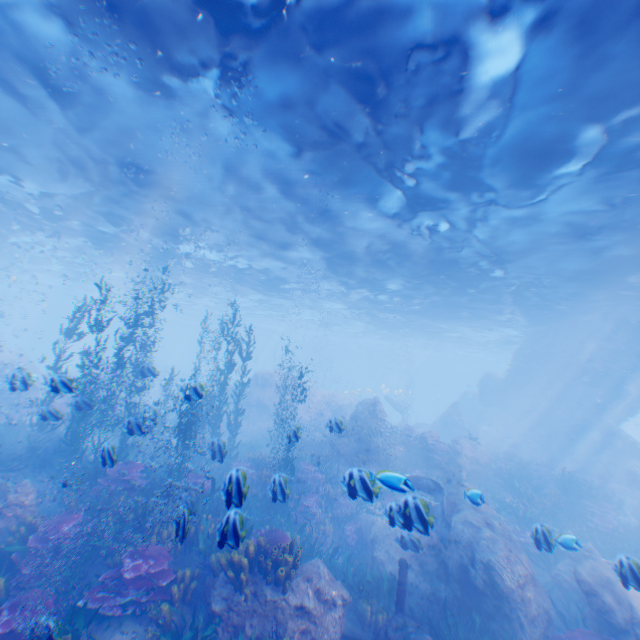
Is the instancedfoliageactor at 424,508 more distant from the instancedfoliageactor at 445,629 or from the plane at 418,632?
the instancedfoliageactor at 445,629

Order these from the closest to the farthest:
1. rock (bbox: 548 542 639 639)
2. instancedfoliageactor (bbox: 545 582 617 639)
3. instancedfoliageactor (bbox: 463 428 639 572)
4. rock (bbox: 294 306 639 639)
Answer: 1. rock (bbox: 548 542 639 639)
2. instancedfoliageactor (bbox: 545 582 617 639)
3. rock (bbox: 294 306 639 639)
4. instancedfoliageactor (bbox: 463 428 639 572)

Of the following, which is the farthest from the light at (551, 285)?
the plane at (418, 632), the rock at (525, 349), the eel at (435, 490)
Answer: the eel at (435, 490)

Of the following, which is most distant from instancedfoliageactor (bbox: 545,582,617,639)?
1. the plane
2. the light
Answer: the light

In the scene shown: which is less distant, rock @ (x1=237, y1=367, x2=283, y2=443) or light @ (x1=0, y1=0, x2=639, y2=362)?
light @ (x1=0, y1=0, x2=639, y2=362)

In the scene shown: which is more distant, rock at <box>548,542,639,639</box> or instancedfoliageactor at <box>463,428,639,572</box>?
instancedfoliageactor at <box>463,428,639,572</box>

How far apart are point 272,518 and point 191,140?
13.5m

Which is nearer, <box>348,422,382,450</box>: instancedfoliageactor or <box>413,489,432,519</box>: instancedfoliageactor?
<box>413,489,432,519</box>: instancedfoliageactor
